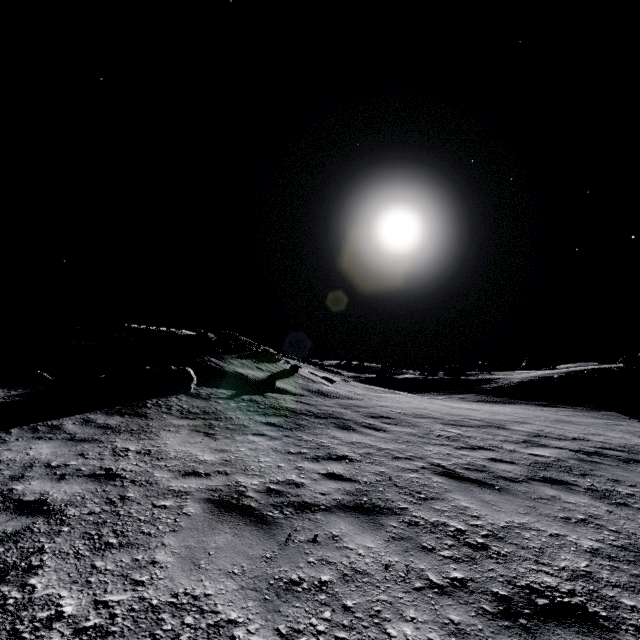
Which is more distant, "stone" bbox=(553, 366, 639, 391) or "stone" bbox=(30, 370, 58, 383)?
"stone" bbox=(553, 366, 639, 391)

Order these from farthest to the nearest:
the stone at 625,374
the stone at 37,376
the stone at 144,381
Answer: the stone at 625,374 < the stone at 144,381 < the stone at 37,376

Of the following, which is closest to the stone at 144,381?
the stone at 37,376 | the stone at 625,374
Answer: the stone at 37,376

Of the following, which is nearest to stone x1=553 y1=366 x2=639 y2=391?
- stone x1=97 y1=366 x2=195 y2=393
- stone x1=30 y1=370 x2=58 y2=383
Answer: stone x1=97 y1=366 x2=195 y2=393

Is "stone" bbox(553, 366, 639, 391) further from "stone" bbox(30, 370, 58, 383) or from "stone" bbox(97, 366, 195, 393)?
"stone" bbox(30, 370, 58, 383)

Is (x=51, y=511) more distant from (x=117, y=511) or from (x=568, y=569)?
(x=568, y=569)
